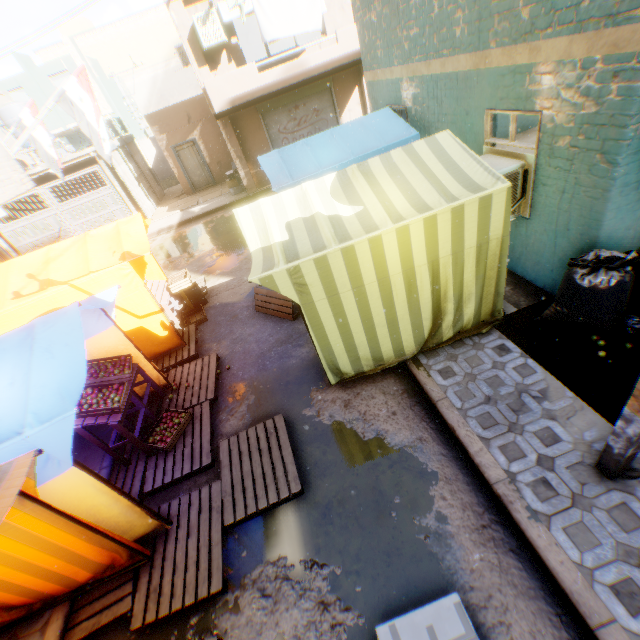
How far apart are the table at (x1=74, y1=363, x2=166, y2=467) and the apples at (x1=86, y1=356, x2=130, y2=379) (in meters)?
0.07

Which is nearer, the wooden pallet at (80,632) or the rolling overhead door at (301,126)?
the wooden pallet at (80,632)

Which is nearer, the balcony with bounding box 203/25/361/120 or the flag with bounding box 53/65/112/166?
the flag with bounding box 53/65/112/166

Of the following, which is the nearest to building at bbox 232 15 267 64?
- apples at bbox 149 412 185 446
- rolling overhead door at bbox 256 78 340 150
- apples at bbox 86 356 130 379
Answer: rolling overhead door at bbox 256 78 340 150

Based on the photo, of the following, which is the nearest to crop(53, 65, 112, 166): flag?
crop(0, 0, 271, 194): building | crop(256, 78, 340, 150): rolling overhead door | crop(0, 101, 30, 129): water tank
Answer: crop(0, 0, 271, 194): building

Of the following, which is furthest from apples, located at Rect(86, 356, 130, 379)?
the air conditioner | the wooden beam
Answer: the wooden beam

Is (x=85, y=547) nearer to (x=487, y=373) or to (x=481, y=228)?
(x=487, y=373)

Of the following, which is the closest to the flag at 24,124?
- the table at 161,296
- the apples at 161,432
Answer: the table at 161,296
